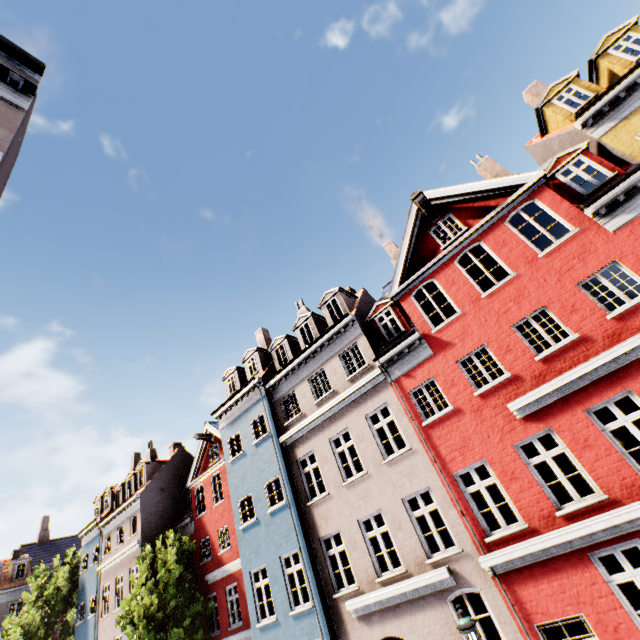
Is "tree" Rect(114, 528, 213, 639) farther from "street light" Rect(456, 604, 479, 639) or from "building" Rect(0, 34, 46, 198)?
"street light" Rect(456, 604, 479, 639)

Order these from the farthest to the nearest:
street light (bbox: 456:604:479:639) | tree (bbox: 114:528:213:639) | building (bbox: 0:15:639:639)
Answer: tree (bbox: 114:528:213:639) → building (bbox: 0:15:639:639) → street light (bbox: 456:604:479:639)

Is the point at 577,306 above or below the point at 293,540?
above

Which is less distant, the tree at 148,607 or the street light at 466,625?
the street light at 466,625

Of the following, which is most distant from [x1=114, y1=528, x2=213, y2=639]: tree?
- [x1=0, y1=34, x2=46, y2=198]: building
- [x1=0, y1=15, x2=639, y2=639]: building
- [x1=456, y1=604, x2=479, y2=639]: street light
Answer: [x1=456, y1=604, x2=479, y2=639]: street light

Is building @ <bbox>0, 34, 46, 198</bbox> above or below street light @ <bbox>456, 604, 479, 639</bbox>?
above

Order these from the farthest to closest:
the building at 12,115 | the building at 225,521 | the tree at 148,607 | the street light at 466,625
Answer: the tree at 148,607 < the building at 225,521 < the street light at 466,625 < the building at 12,115

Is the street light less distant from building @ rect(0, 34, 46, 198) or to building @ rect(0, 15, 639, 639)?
building @ rect(0, 15, 639, 639)
